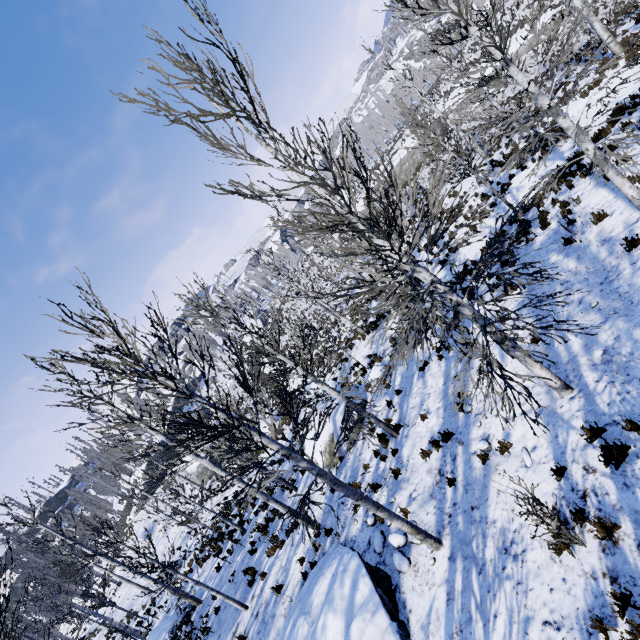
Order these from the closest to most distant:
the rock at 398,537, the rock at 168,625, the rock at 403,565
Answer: the rock at 403,565 < the rock at 398,537 < the rock at 168,625

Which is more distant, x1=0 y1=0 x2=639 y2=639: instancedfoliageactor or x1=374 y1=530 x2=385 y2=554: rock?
x1=374 y1=530 x2=385 y2=554: rock

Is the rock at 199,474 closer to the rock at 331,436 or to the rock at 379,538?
the rock at 331,436

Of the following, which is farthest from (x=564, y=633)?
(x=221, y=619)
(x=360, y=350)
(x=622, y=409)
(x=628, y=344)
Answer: (x=360, y=350)

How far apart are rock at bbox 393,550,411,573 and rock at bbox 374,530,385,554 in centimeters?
12cm

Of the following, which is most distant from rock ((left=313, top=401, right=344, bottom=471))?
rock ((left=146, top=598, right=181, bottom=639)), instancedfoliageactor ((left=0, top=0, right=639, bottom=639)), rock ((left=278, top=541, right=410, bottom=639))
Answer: instancedfoliageactor ((left=0, top=0, right=639, bottom=639))

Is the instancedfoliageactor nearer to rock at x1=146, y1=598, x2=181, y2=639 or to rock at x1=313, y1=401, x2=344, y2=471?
rock at x1=146, y1=598, x2=181, y2=639
